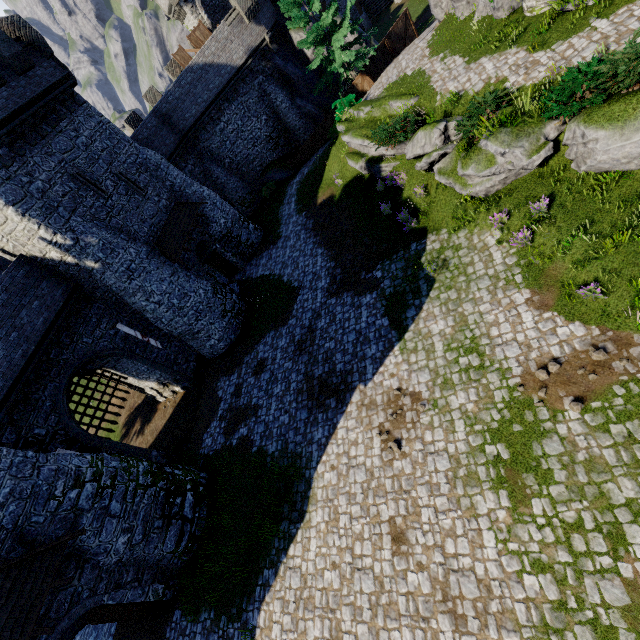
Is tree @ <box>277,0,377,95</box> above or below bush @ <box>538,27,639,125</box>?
above

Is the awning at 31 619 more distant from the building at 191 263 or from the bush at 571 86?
the bush at 571 86

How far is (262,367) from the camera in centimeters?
1750cm

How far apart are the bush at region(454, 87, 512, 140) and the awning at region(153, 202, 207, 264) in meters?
15.4 m

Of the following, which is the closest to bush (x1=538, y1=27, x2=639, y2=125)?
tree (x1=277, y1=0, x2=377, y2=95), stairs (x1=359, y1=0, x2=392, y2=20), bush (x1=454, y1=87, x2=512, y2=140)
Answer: bush (x1=454, y1=87, x2=512, y2=140)

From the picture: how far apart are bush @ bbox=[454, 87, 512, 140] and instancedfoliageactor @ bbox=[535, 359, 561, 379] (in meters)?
9.03

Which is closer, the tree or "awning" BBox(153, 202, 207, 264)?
"awning" BBox(153, 202, 207, 264)

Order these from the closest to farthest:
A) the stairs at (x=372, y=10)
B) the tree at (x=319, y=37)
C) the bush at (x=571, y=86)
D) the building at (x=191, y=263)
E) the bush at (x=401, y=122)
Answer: the bush at (x=571, y=86), the bush at (x=401, y=122), the building at (x=191, y=263), the tree at (x=319, y=37), the stairs at (x=372, y=10)
